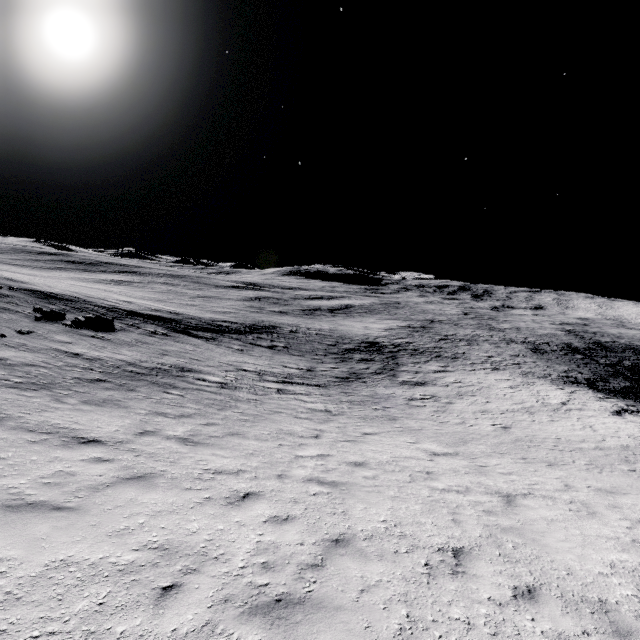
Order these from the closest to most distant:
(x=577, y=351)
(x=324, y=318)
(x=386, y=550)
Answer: (x=386, y=550), (x=577, y=351), (x=324, y=318)
